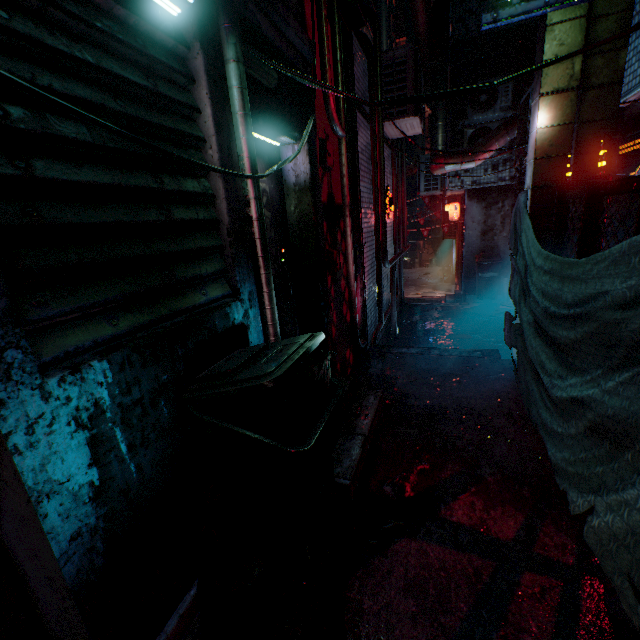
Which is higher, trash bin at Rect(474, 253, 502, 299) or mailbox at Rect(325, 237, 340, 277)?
mailbox at Rect(325, 237, 340, 277)

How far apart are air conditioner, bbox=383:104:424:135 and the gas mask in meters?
4.6

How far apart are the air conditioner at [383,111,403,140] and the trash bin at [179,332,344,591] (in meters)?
4.45

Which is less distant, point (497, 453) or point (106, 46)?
point (106, 46)

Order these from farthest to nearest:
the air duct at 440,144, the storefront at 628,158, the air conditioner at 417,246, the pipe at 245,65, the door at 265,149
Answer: the air conditioner at 417,246 < the air duct at 440,144 < the storefront at 628,158 < the door at 265,149 < the pipe at 245,65

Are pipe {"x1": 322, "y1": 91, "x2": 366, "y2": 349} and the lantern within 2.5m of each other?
no

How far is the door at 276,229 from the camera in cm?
247

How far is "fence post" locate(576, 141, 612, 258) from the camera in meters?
2.3
